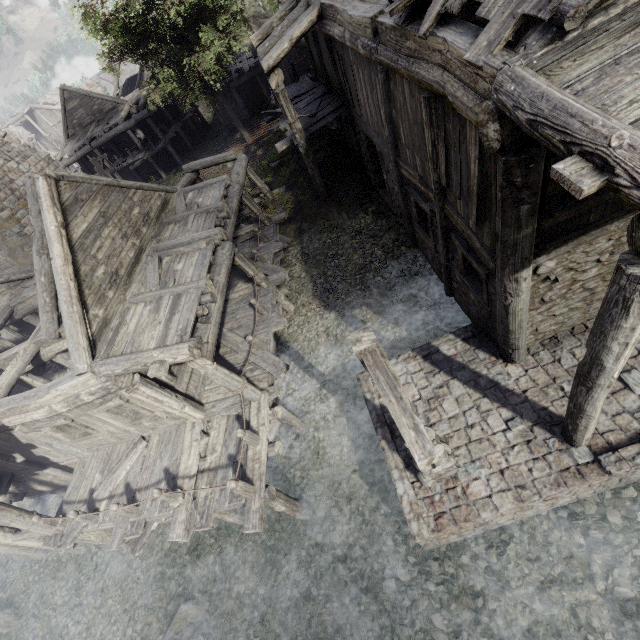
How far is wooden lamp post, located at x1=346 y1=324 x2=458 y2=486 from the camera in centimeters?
276cm

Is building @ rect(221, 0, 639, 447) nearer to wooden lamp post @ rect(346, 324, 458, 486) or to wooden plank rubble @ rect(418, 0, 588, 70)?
wooden plank rubble @ rect(418, 0, 588, 70)

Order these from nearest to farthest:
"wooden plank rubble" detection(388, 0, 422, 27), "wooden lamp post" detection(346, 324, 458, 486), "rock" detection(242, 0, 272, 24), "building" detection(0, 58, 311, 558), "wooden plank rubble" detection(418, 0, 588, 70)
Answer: "wooden lamp post" detection(346, 324, 458, 486) < "wooden plank rubble" detection(418, 0, 588, 70) < "wooden plank rubble" detection(388, 0, 422, 27) < "building" detection(0, 58, 311, 558) < "rock" detection(242, 0, 272, 24)

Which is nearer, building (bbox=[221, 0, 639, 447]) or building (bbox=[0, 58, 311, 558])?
building (bbox=[221, 0, 639, 447])

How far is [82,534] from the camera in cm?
982

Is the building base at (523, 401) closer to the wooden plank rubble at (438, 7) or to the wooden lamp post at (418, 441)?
the wooden lamp post at (418, 441)

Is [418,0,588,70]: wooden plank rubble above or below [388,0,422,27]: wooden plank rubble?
below

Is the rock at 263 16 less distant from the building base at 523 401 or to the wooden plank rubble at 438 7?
the wooden plank rubble at 438 7
